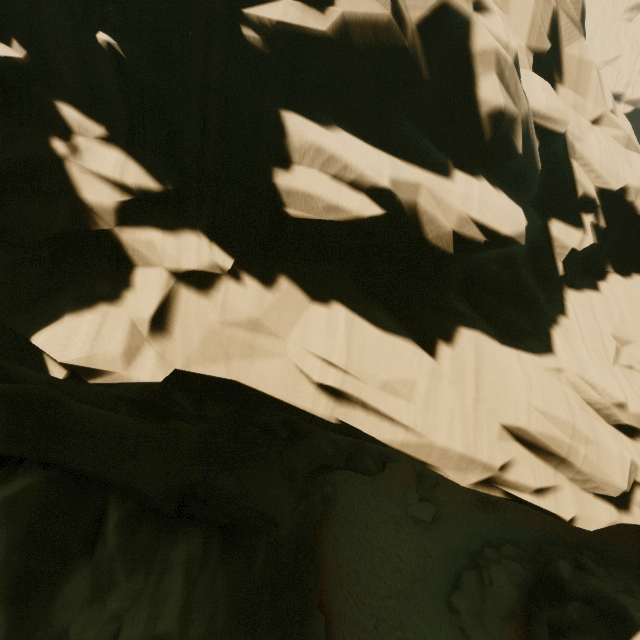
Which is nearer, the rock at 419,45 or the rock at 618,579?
the rock at 419,45

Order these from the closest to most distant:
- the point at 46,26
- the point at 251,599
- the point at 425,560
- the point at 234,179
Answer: the point at 46,26, the point at 234,179, the point at 251,599, the point at 425,560

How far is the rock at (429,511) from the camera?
20.0m

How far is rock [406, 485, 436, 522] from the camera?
20.0 meters

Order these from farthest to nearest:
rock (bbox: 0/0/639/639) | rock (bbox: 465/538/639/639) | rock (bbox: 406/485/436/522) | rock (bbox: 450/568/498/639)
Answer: rock (bbox: 406/485/436/522) < rock (bbox: 450/568/498/639) < rock (bbox: 465/538/639/639) < rock (bbox: 0/0/639/639)

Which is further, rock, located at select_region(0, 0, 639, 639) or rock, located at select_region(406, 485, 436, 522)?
rock, located at select_region(406, 485, 436, 522)

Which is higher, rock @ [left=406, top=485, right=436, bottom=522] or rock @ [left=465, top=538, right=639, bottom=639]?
rock @ [left=465, top=538, right=639, bottom=639]
